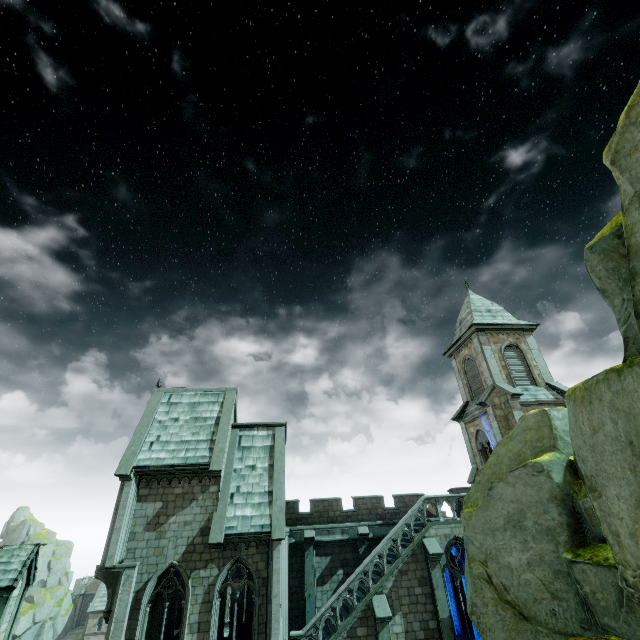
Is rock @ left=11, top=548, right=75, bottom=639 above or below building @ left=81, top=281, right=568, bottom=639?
below

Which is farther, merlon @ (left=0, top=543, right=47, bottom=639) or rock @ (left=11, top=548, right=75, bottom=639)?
rock @ (left=11, top=548, right=75, bottom=639)

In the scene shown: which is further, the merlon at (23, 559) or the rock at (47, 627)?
the rock at (47, 627)

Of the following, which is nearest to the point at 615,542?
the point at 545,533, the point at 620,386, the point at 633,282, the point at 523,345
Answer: the point at 620,386

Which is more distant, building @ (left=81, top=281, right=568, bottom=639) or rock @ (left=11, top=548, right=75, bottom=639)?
rock @ (left=11, top=548, right=75, bottom=639)

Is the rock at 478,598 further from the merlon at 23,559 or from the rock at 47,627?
the rock at 47,627

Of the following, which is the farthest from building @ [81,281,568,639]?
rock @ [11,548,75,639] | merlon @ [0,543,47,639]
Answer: rock @ [11,548,75,639]

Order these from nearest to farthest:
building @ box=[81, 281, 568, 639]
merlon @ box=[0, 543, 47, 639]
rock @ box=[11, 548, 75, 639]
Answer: merlon @ box=[0, 543, 47, 639] < building @ box=[81, 281, 568, 639] < rock @ box=[11, 548, 75, 639]
